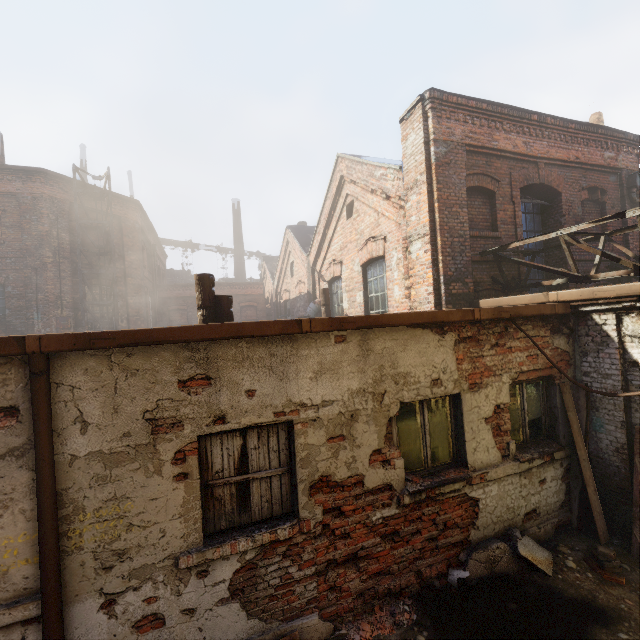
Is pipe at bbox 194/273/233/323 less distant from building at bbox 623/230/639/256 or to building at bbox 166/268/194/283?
building at bbox 623/230/639/256

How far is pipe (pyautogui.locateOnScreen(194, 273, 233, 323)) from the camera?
4.4m

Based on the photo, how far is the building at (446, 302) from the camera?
6.81m

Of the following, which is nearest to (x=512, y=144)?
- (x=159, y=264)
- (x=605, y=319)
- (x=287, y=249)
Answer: (x=605, y=319)

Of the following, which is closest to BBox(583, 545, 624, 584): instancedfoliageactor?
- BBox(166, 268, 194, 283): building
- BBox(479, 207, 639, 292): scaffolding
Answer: BBox(479, 207, 639, 292): scaffolding

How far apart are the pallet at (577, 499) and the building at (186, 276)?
32.67m

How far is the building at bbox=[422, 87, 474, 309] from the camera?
6.8 meters

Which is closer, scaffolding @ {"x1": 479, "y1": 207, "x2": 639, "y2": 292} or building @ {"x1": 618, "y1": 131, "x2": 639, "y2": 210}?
scaffolding @ {"x1": 479, "y1": 207, "x2": 639, "y2": 292}
